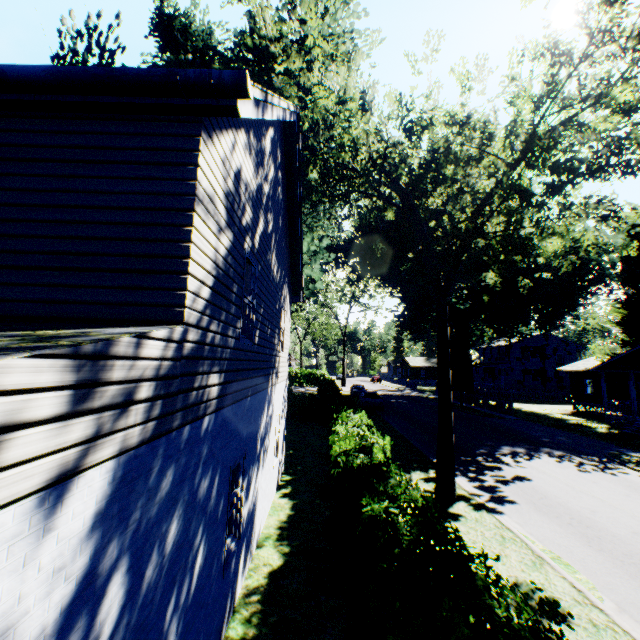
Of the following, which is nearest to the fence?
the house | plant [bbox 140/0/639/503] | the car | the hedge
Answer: plant [bbox 140/0/639/503]

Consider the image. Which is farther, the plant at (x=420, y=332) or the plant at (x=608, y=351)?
the plant at (x=608, y=351)

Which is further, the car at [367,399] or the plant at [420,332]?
the car at [367,399]

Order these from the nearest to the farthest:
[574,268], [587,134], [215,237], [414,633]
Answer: [414,633], [215,237], [587,134], [574,268]

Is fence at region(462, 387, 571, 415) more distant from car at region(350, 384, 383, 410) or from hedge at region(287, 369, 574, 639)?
hedge at region(287, 369, 574, 639)

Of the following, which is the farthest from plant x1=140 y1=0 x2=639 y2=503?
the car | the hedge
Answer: the car

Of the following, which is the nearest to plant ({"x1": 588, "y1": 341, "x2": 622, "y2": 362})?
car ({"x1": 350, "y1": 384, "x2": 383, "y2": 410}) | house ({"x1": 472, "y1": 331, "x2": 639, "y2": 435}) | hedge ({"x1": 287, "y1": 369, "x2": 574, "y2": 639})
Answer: house ({"x1": 472, "y1": 331, "x2": 639, "y2": 435})

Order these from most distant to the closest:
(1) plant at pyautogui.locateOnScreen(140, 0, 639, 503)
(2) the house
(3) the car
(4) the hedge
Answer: (3) the car
(2) the house
(1) plant at pyautogui.locateOnScreen(140, 0, 639, 503)
(4) the hedge
